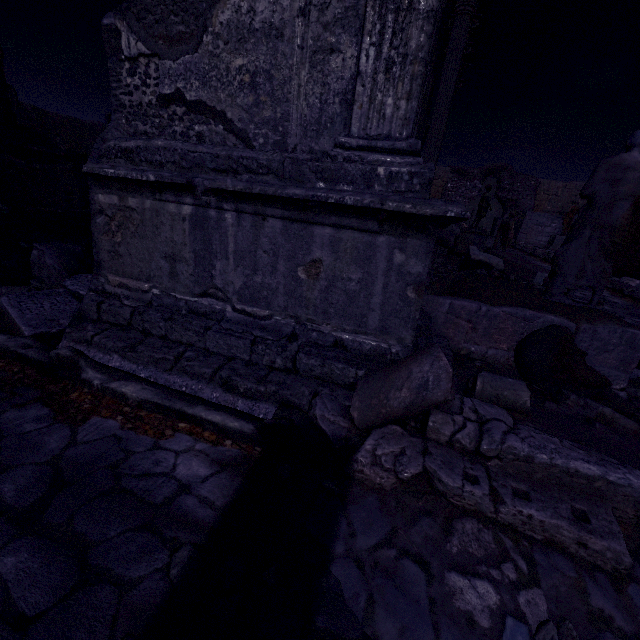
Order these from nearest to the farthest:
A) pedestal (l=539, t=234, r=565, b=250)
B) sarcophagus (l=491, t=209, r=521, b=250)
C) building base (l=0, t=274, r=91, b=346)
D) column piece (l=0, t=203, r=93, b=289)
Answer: building base (l=0, t=274, r=91, b=346)
column piece (l=0, t=203, r=93, b=289)
sarcophagus (l=491, t=209, r=521, b=250)
pedestal (l=539, t=234, r=565, b=250)

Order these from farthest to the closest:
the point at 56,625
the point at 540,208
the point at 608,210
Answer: the point at 540,208 → the point at 608,210 → the point at 56,625

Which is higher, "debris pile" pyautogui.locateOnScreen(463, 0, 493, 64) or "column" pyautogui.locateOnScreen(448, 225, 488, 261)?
"debris pile" pyautogui.locateOnScreen(463, 0, 493, 64)

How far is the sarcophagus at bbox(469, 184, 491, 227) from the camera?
Result: 10.10m

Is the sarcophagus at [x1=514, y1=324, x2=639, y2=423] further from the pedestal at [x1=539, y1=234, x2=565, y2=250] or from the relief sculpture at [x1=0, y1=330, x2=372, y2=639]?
the pedestal at [x1=539, y1=234, x2=565, y2=250]

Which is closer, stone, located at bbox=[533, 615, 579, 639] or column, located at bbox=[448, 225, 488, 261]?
stone, located at bbox=[533, 615, 579, 639]

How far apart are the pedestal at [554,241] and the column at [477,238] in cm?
1329

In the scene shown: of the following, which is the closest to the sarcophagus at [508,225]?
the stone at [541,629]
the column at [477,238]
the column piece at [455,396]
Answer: the column at [477,238]
